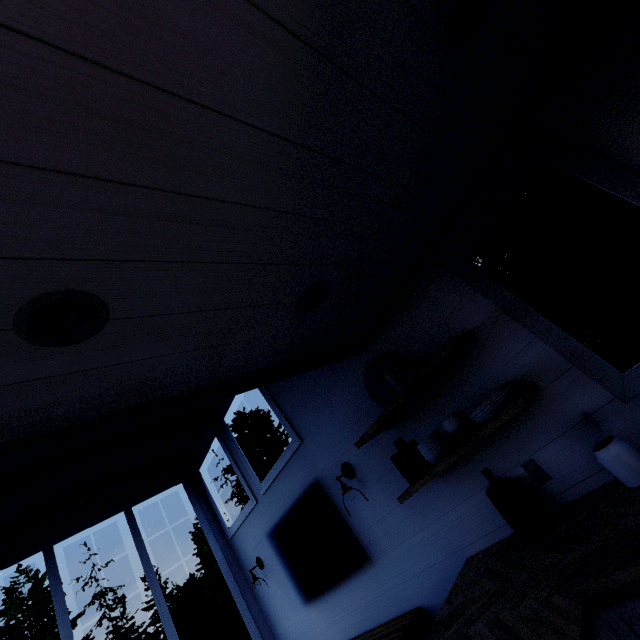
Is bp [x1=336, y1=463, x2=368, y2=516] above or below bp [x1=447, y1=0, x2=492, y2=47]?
below

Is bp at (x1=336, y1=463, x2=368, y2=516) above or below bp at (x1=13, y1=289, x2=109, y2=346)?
below

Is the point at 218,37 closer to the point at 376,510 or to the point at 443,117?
the point at 443,117

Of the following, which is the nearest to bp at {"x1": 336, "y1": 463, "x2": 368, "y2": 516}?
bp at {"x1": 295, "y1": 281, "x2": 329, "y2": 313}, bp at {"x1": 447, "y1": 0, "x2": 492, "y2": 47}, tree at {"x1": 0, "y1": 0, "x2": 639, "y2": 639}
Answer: tree at {"x1": 0, "y1": 0, "x2": 639, "y2": 639}

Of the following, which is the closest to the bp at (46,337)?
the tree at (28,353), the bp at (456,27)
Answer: the tree at (28,353)

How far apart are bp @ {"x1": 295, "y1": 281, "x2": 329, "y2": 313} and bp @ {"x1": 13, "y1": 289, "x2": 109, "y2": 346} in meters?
0.8

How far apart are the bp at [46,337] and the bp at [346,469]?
2.3 meters

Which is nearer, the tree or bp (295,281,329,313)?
the tree
